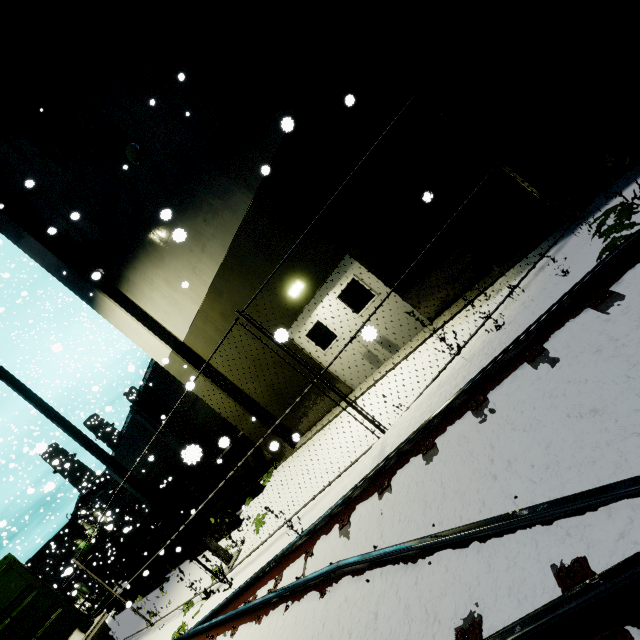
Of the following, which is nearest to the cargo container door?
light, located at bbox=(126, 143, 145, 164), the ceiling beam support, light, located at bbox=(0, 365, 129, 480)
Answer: light, located at bbox=(0, 365, 129, 480)

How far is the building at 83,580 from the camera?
49.5m

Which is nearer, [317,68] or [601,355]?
[601,355]

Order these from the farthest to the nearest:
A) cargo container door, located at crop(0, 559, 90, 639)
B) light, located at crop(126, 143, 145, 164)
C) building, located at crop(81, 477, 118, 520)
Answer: building, located at crop(81, 477, 118, 520), light, located at crop(126, 143, 145, 164), cargo container door, located at crop(0, 559, 90, 639)

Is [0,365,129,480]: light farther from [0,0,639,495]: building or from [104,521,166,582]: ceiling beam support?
[104,521,166,582]: ceiling beam support

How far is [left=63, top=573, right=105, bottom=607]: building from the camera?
49.5 meters

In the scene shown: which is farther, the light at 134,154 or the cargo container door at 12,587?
the light at 134,154

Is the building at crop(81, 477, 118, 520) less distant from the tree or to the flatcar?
the tree
